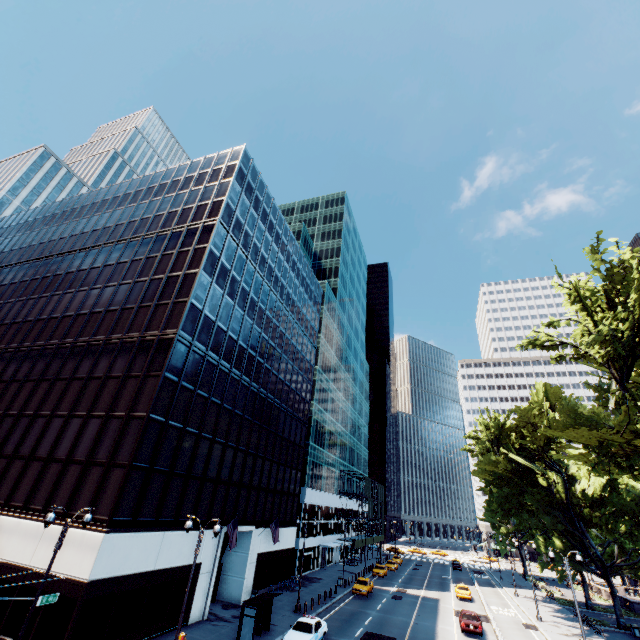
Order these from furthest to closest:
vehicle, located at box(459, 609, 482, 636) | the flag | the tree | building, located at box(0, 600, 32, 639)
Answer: vehicle, located at box(459, 609, 482, 636) → the flag → building, located at box(0, 600, 32, 639) → the tree

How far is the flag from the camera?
26.4 meters

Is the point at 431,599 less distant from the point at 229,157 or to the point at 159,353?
the point at 159,353

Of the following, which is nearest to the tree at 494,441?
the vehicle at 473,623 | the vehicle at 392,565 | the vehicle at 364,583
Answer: the vehicle at 473,623

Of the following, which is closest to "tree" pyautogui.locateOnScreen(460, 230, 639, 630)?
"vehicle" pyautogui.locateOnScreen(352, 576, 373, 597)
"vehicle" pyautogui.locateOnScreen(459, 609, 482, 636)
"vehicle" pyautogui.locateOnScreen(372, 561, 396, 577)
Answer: "vehicle" pyautogui.locateOnScreen(459, 609, 482, 636)

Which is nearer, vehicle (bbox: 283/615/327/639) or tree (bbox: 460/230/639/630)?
tree (bbox: 460/230/639/630)

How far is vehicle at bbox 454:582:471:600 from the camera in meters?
41.5 m

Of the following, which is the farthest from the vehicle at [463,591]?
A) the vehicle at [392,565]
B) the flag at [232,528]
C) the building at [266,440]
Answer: the flag at [232,528]
